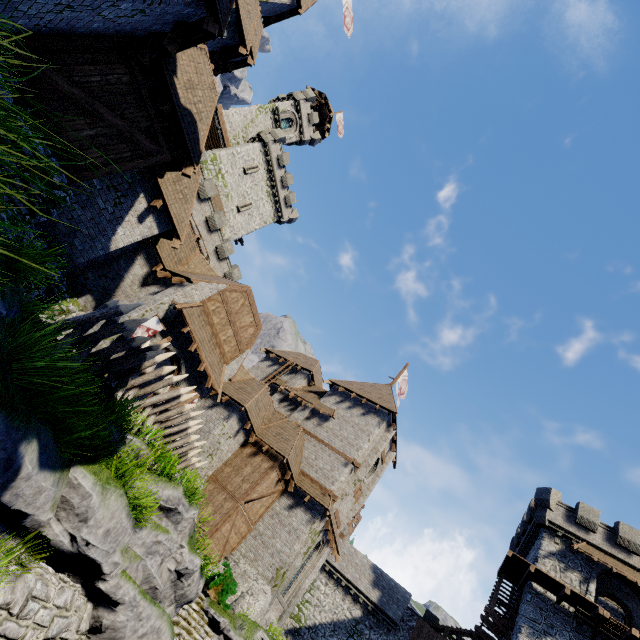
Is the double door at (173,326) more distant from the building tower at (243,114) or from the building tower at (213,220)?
the building tower at (243,114)

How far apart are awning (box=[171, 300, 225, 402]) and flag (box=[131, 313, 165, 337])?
0.8 meters

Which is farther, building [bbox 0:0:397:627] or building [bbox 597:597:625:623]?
building [bbox 597:597:625:623]

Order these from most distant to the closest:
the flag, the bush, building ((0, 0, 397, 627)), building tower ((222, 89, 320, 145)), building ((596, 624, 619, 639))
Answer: building tower ((222, 89, 320, 145)) → building ((596, 624, 619, 639)) → the bush → the flag → building ((0, 0, 397, 627))

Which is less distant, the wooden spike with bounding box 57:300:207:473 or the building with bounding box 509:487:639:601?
the wooden spike with bounding box 57:300:207:473

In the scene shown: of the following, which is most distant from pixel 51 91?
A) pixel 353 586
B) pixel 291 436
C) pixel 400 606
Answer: pixel 400 606

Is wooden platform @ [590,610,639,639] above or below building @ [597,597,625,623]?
below

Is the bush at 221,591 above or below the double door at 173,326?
below
